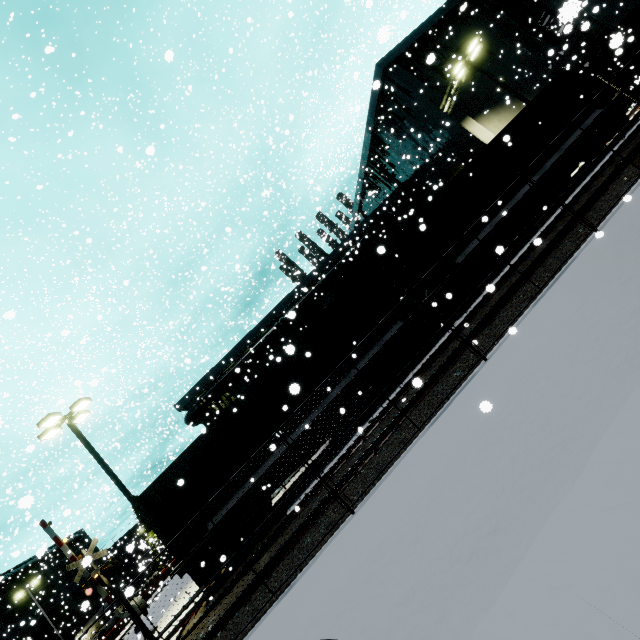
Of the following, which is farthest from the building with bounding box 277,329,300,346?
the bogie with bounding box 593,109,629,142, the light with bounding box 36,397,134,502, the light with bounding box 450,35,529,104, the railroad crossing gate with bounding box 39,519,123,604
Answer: the light with bounding box 36,397,134,502

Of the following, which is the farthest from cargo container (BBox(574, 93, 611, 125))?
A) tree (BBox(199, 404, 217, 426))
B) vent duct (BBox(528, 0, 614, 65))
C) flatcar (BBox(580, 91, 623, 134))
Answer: tree (BBox(199, 404, 217, 426))

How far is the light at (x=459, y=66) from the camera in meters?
19.5 m

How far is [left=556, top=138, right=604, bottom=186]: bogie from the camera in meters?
14.0 m

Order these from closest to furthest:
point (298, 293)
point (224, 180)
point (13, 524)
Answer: point (298, 293)
point (13, 524)
point (224, 180)

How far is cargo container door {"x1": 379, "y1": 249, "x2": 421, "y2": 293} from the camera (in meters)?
13.23

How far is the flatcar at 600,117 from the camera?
14.05m

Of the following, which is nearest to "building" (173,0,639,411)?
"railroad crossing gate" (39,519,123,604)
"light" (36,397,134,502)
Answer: "railroad crossing gate" (39,519,123,604)
